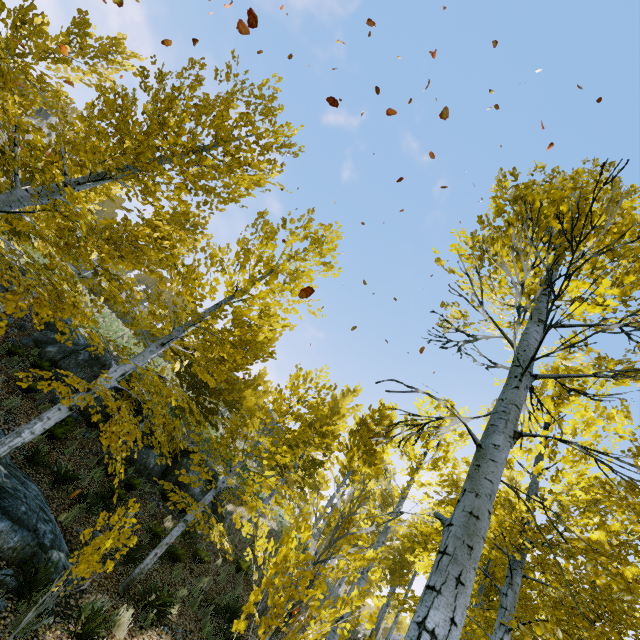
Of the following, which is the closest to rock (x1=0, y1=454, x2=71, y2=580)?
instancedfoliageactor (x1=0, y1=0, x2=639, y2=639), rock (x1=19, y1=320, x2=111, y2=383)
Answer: instancedfoliageactor (x1=0, y1=0, x2=639, y2=639)

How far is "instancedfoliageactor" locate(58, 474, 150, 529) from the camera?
7.8m

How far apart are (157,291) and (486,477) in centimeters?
631cm

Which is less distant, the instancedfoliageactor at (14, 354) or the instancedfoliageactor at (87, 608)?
the instancedfoliageactor at (87, 608)

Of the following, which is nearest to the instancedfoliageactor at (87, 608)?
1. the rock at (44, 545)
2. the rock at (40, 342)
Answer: the rock at (44, 545)

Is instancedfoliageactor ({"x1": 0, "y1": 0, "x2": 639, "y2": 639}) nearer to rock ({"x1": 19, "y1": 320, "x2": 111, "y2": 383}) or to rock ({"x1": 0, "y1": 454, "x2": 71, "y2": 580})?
rock ({"x1": 0, "y1": 454, "x2": 71, "y2": 580})
